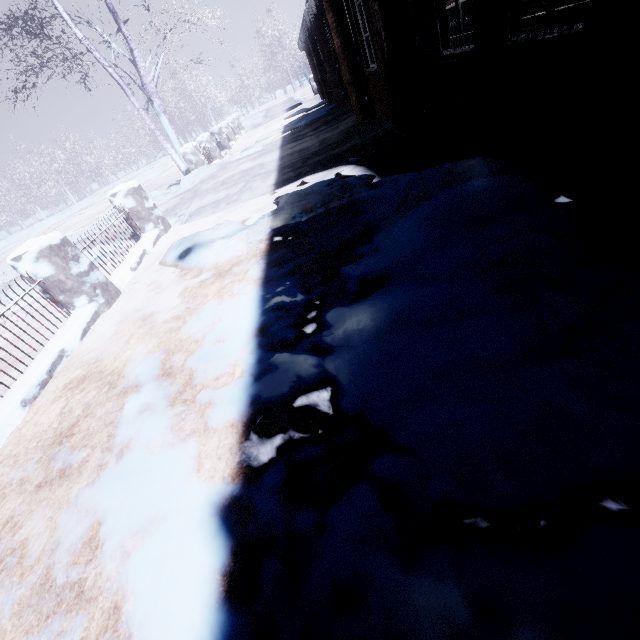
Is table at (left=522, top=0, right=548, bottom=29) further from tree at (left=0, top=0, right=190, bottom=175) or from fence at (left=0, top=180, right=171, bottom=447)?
fence at (left=0, top=180, right=171, bottom=447)

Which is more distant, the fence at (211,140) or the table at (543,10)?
the fence at (211,140)

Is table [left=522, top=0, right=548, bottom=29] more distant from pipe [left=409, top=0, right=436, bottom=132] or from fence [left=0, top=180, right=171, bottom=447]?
fence [left=0, top=180, right=171, bottom=447]

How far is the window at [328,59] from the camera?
7.83m

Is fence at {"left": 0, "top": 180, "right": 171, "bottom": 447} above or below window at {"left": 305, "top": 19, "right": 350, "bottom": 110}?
below

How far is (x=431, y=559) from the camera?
0.9 meters

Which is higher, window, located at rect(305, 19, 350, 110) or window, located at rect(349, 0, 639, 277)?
window, located at rect(305, 19, 350, 110)

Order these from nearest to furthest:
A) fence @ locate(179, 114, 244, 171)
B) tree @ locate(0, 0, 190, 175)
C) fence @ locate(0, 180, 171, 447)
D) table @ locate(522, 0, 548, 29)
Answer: fence @ locate(0, 180, 171, 447)
table @ locate(522, 0, 548, 29)
tree @ locate(0, 0, 190, 175)
fence @ locate(179, 114, 244, 171)
